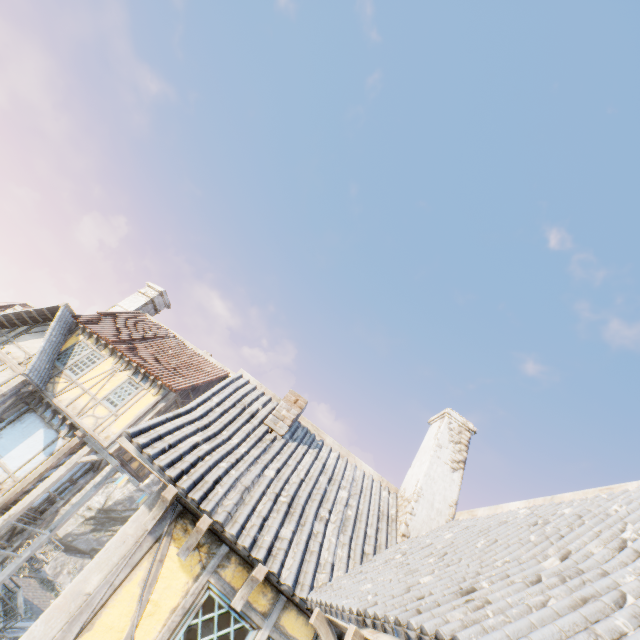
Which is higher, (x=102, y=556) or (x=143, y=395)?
(x=143, y=395)

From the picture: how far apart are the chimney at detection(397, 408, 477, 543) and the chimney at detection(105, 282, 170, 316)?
16.9m

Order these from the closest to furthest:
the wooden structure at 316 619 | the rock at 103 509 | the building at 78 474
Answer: the wooden structure at 316 619, the building at 78 474, the rock at 103 509

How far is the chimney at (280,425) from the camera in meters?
7.2 m

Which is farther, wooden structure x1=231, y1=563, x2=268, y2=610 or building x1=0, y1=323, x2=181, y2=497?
building x1=0, y1=323, x2=181, y2=497

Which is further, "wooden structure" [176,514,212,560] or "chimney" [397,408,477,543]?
"chimney" [397,408,477,543]

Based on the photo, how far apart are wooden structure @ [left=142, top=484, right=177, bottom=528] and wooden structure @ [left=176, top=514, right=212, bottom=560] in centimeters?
50cm

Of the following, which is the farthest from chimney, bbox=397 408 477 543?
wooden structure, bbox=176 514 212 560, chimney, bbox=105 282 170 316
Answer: chimney, bbox=105 282 170 316
